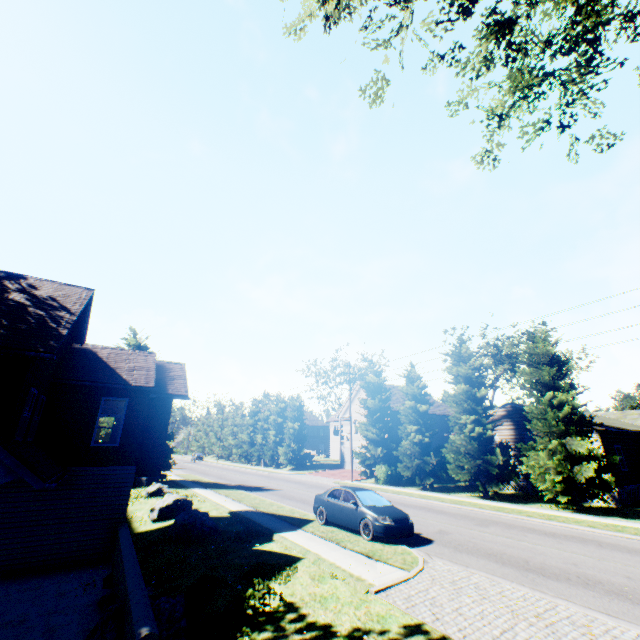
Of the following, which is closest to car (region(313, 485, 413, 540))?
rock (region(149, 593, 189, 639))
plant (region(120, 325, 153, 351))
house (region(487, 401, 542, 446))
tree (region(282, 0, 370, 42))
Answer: rock (region(149, 593, 189, 639))

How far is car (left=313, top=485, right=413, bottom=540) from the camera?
11.80m

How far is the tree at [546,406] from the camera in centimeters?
1839cm

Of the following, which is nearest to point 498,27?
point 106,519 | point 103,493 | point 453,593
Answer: point 453,593

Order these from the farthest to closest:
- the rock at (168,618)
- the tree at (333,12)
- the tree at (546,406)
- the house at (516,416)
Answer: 1. the house at (516,416)
2. the tree at (546,406)
3. the tree at (333,12)
4. the rock at (168,618)

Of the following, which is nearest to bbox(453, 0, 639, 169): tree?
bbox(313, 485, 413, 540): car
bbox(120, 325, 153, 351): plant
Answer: bbox(120, 325, 153, 351): plant

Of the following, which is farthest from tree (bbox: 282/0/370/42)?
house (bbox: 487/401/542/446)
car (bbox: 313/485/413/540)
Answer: car (bbox: 313/485/413/540)

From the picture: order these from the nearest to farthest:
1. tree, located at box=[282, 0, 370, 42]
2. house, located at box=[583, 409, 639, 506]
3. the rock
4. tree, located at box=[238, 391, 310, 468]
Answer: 1. the rock
2. tree, located at box=[282, 0, 370, 42]
3. house, located at box=[583, 409, 639, 506]
4. tree, located at box=[238, 391, 310, 468]
